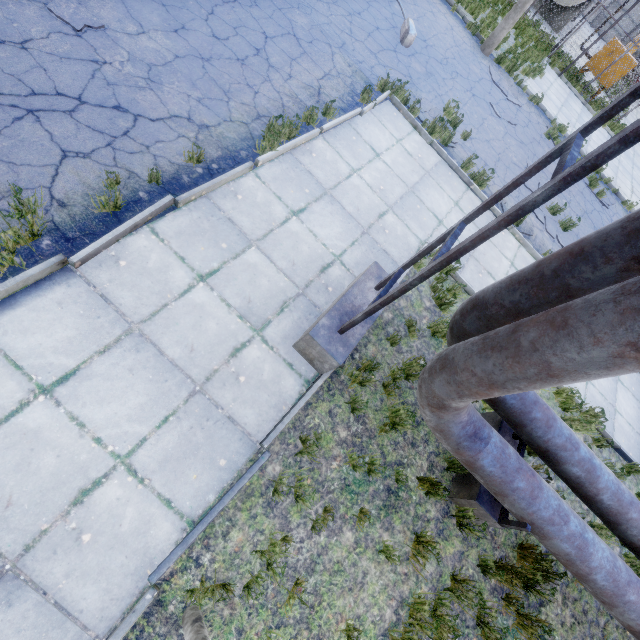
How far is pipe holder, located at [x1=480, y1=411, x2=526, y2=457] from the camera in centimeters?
468cm

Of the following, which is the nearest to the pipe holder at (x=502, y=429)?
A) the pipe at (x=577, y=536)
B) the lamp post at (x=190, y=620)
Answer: the pipe at (x=577, y=536)

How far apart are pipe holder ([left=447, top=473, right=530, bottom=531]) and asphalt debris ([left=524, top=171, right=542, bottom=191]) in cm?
678

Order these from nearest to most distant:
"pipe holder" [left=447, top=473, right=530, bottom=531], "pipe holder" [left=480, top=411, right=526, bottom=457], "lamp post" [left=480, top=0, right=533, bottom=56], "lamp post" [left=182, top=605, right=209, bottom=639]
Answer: "lamp post" [left=182, top=605, right=209, bottom=639], "pipe holder" [left=447, top=473, right=530, bottom=531], "pipe holder" [left=480, top=411, right=526, bottom=457], "lamp post" [left=480, top=0, right=533, bottom=56]

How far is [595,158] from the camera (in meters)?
1.72

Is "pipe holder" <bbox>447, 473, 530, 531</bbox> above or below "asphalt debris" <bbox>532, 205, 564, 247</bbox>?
above

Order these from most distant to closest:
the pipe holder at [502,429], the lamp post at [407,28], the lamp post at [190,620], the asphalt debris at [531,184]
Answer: the asphalt debris at [531,184] < the lamp post at [407,28] < the pipe holder at [502,429] < the lamp post at [190,620]
